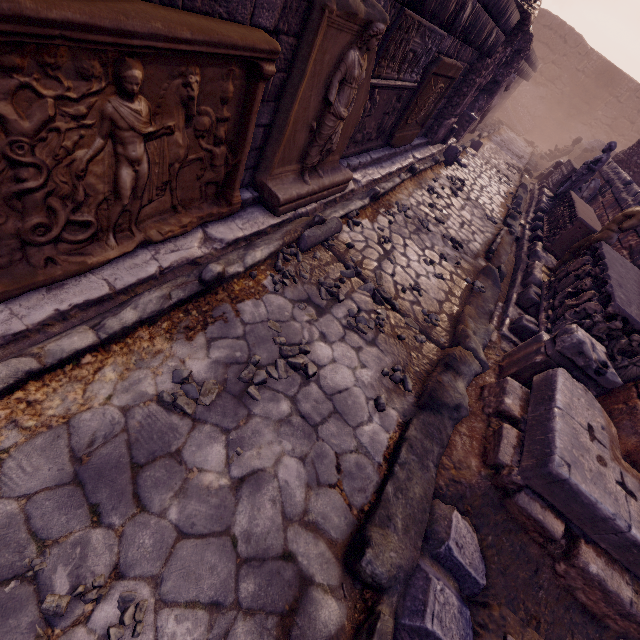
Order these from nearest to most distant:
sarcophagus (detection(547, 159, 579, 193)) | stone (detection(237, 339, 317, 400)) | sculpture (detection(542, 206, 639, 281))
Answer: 1. stone (detection(237, 339, 317, 400))
2. sculpture (detection(542, 206, 639, 281))
3. sarcophagus (detection(547, 159, 579, 193))

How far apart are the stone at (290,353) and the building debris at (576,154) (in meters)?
21.20

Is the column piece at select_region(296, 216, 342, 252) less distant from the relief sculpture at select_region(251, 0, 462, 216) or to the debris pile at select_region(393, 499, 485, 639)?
the relief sculpture at select_region(251, 0, 462, 216)

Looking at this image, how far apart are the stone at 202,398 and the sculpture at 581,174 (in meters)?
11.49

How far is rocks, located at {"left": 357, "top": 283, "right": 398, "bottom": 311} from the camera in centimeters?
393cm

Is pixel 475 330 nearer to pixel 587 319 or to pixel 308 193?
pixel 587 319

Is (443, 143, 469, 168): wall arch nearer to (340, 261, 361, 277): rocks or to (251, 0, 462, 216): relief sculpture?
(251, 0, 462, 216): relief sculpture

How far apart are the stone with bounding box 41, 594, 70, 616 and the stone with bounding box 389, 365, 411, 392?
2.4m
